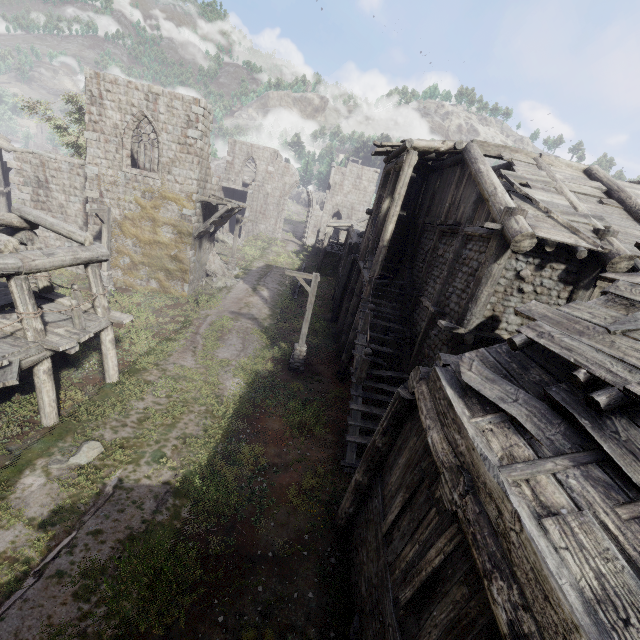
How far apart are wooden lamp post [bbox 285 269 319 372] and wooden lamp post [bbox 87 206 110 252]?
10.55m

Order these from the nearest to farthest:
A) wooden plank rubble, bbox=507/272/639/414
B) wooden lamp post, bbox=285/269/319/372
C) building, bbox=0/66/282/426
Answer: wooden plank rubble, bbox=507/272/639/414, building, bbox=0/66/282/426, wooden lamp post, bbox=285/269/319/372

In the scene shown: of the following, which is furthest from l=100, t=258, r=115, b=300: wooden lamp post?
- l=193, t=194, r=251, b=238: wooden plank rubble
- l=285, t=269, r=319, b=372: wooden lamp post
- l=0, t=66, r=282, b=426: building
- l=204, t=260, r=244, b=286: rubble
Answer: l=285, t=269, r=319, b=372: wooden lamp post

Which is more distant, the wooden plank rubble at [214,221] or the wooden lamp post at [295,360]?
the wooden plank rubble at [214,221]

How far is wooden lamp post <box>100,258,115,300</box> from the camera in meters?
18.2 m

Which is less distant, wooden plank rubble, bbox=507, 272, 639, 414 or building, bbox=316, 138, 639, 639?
building, bbox=316, 138, 639, 639

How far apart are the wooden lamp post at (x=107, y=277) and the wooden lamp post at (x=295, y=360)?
10.6 meters

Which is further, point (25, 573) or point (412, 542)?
point (25, 573)
